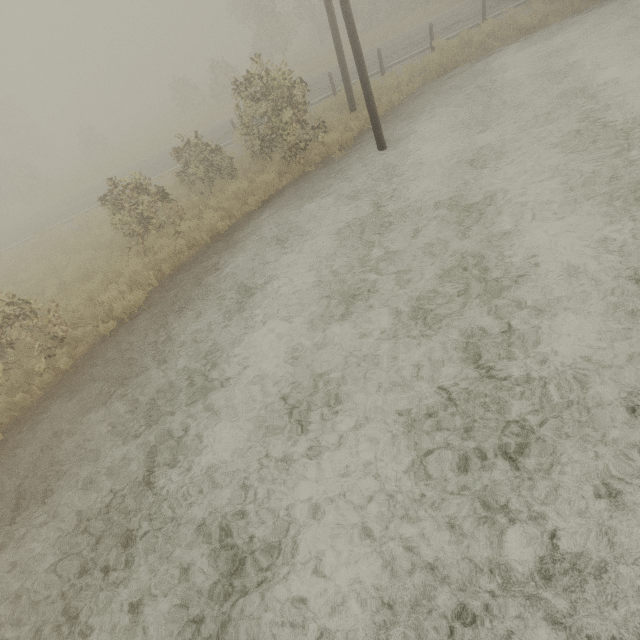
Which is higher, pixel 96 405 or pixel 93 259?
pixel 93 259
